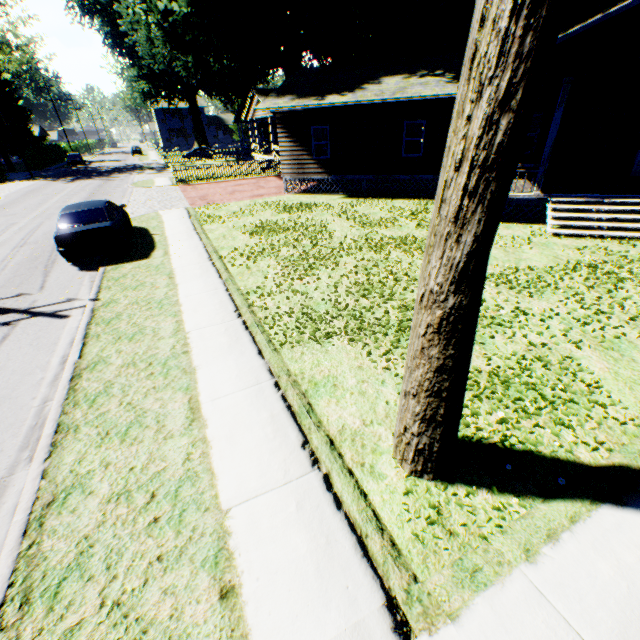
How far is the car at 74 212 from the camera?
10.0 meters

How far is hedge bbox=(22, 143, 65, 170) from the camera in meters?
44.5 m

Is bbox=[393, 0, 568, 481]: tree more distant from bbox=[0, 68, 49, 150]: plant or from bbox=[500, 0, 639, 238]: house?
bbox=[500, 0, 639, 238]: house

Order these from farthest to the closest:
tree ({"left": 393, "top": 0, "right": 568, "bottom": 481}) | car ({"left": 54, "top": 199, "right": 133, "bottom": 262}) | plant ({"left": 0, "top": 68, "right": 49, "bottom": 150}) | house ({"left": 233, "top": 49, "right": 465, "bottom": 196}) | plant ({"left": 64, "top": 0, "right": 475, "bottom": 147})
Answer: plant ({"left": 0, "top": 68, "right": 49, "bottom": 150}) → plant ({"left": 64, "top": 0, "right": 475, "bottom": 147}) → house ({"left": 233, "top": 49, "right": 465, "bottom": 196}) → car ({"left": 54, "top": 199, "right": 133, "bottom": 262}) → tree ({"left": 393, "top": 0, "right": 568, "bottom": 481})

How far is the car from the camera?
10.0 meters

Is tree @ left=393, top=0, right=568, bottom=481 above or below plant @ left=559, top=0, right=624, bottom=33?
below

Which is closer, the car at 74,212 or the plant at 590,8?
the car at 74,212

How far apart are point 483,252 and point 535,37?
1.2 meters
